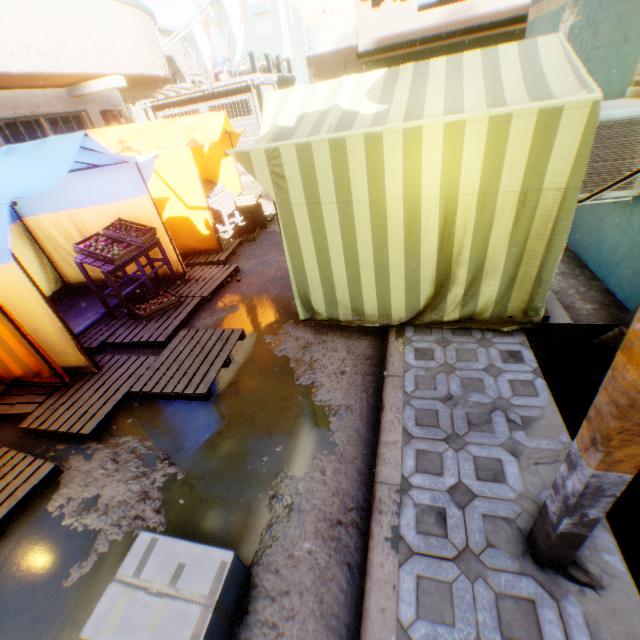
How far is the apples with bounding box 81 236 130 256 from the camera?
4.8 meters

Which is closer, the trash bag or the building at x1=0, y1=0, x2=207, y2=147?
the trash bag

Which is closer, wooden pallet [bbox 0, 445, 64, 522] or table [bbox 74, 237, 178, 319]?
wooden pallet [bbox 0, 445, 64, 522]

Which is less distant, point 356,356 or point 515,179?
point 515,179

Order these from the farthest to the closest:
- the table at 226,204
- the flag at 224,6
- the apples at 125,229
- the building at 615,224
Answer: the flag at 224,6, the table at 226,204, the apples at 125,229, the building at 615,224

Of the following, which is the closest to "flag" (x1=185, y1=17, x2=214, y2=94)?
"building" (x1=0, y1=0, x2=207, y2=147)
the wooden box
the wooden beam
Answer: "building" (x1=0, y1=0, x2=207, y2=147)

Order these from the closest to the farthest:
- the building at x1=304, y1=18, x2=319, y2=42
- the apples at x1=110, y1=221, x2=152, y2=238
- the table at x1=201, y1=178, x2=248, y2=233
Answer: the apples at x1=110, y1=221, x2=152, y2=238
the table at x1=201, y1=178, x2=248, y2=233
the building at x1=304, y1=18, x2=319, y2=42

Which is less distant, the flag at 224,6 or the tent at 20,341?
the tent at 20,341
